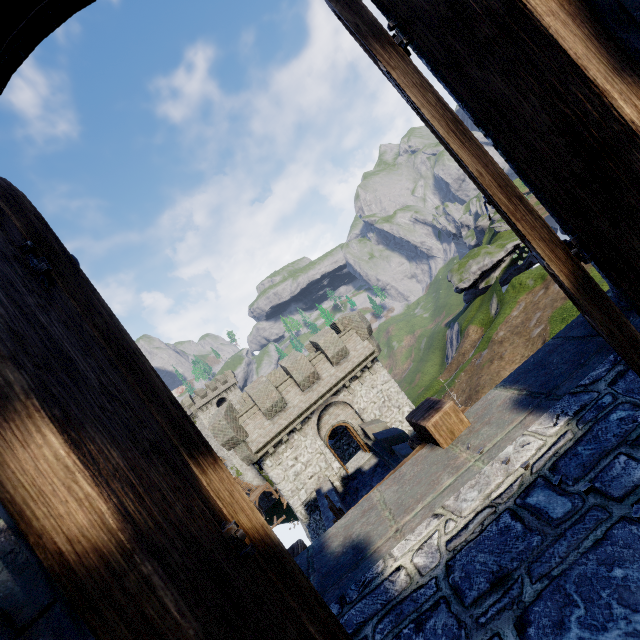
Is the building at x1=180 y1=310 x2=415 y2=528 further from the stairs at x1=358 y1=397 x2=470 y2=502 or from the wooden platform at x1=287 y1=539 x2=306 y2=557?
the wooden platform at x1=287 y1=539 x2=306 y2=557

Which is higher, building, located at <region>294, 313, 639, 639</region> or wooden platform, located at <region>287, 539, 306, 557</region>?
building, located at <region>294, 313, 639, 639</region>

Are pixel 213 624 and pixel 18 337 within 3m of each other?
yes

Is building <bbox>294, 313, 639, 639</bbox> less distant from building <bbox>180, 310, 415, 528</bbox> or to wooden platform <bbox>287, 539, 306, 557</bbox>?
wooden platform <bbox>287, 539, 306, 557</bbox>

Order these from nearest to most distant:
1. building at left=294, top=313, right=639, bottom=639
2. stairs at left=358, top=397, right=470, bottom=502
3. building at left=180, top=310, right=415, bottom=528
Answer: building at left=294, top=313, right=639, bottom=639, stairs at left=358, top=397, right=470, bottom=502, building at left=180, top=310, right=415, bottom=528

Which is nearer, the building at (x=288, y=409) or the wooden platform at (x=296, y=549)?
the wooden platform at (x=296, y=549)

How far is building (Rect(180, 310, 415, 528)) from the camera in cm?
1803

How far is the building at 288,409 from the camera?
18.03m
